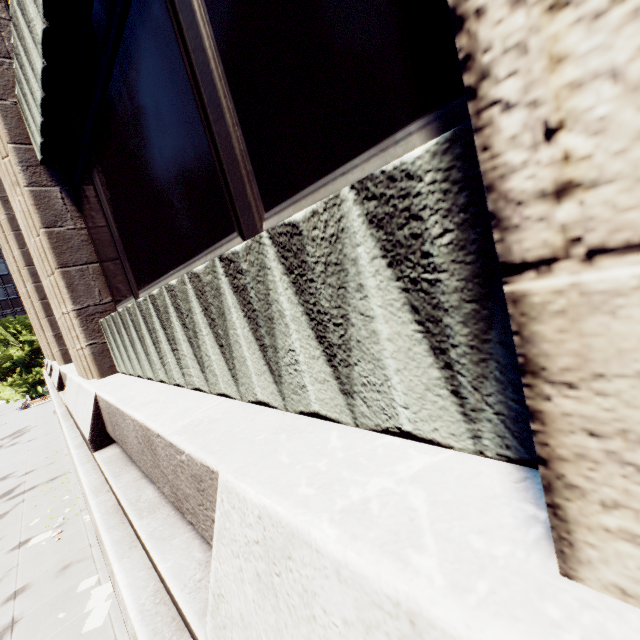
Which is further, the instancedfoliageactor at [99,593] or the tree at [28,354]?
the tree at [28,354]

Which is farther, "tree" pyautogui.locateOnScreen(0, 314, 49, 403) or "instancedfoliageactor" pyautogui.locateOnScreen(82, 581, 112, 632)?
"tree" pyautogui.locateOnScreen(0, 314, 49, 403)

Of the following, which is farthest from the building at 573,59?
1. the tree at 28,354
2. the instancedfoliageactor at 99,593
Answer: the tree at 28,354

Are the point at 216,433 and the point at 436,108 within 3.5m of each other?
yes

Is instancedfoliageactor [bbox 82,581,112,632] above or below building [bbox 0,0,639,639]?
below

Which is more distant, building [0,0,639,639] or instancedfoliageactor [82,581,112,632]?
instancedfoliageactor [82,581,112,632]

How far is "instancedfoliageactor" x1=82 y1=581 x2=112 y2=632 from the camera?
8.1m

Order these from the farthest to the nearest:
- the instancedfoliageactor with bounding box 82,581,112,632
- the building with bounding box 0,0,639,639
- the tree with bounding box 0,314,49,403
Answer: the tree with bounding box 0,314,49,403 < the instancedfoliageactor with bounding box 82,581,112,632 < the building with bounding box 0,0,639,639
